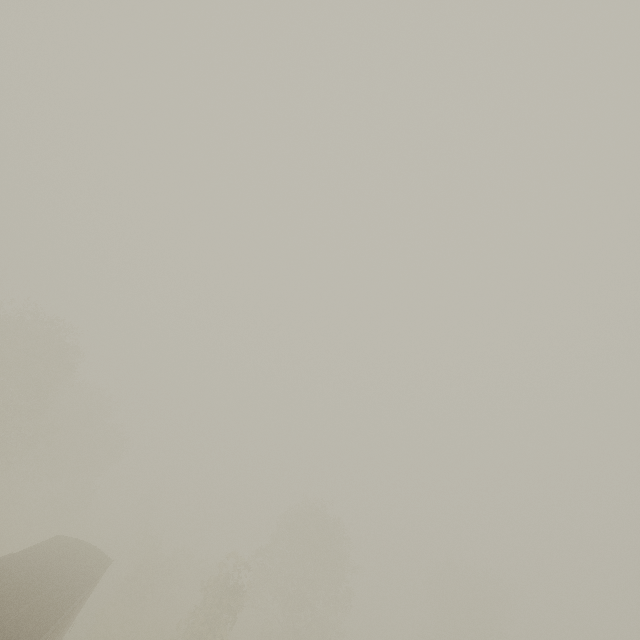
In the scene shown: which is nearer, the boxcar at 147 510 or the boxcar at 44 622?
the boxcar at 44 622

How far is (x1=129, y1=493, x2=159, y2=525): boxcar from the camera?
56.53m

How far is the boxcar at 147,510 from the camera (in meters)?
56.53

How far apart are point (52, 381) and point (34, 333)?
6.1 meters

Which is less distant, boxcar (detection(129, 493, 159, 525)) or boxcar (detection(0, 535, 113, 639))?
boxcar (detection(0, 535, 113, 639))
